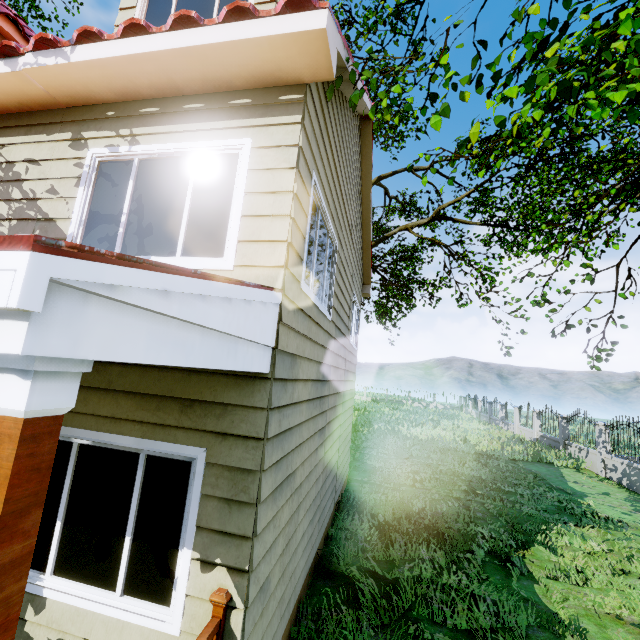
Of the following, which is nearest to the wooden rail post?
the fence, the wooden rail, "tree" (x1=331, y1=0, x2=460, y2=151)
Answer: the wooden rail

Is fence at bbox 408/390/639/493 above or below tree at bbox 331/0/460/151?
below

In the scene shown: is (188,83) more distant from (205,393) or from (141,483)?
(141,483)

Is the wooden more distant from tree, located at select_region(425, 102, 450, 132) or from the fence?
tree, located at select_region(425, 102, 450, 132)

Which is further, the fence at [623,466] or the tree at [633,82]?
the fence at [623,466]

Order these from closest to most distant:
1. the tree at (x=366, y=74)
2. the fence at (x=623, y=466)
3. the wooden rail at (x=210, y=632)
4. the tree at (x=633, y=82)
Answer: the wooden rail at (x=210, y=632)
the tree at (x=633, y=82)
the tree at (x=366, y=74)
the fence at (x=623, y=466)

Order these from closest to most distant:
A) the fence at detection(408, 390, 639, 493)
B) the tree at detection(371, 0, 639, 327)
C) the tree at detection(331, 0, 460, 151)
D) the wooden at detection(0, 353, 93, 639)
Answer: the wooden at detection(0, 353, 93, 639)
the tree at detection(371, 0, 639, 327)
the tree at detection(331, 0, 460, 151)
the fence at detection(408, 390, 639, 493)

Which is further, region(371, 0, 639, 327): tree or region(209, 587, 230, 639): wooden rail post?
region(371, 0, 639, 327): tree
